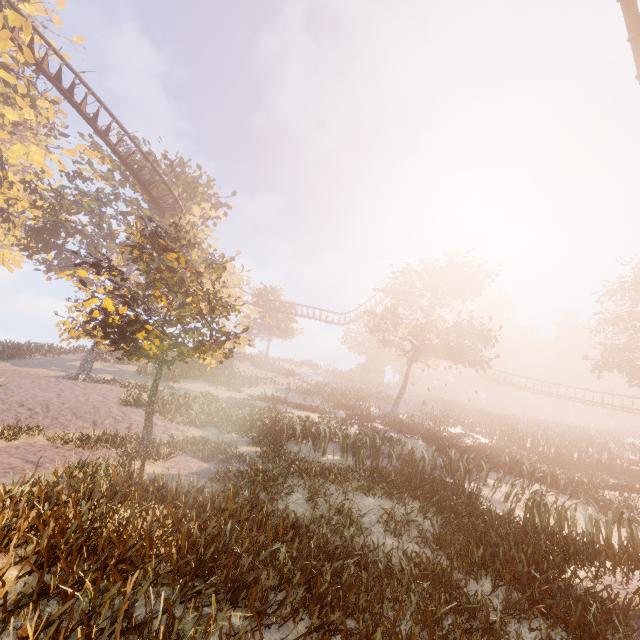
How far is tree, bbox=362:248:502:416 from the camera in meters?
25.7 m

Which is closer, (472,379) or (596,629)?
(596,629)

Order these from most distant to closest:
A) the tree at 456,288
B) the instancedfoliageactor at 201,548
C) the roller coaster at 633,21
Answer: the tree at 456,288 → the roller coaster at 633,21 → the instancedfoliageactor at 201,548

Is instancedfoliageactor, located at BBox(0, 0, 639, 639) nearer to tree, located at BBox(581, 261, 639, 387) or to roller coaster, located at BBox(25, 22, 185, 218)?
roller coaster, located at BBox(25, 22, 185, 218)

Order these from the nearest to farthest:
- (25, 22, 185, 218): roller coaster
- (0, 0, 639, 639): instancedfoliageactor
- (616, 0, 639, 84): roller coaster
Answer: (0, 0, 639, 639): instancedfoliageactor, (616, 0, 639, 84): roller coaster, (25, 22, 185, 218): roller coaster

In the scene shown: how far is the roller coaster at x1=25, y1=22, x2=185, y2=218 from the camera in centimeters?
1864cm

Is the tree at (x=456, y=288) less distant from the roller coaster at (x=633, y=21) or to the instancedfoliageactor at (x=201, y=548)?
the roller coaster at (x=633, y=21)

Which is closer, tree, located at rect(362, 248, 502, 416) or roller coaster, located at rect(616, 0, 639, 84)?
roller coaster, located at rect(616, 0, 639, 84)
